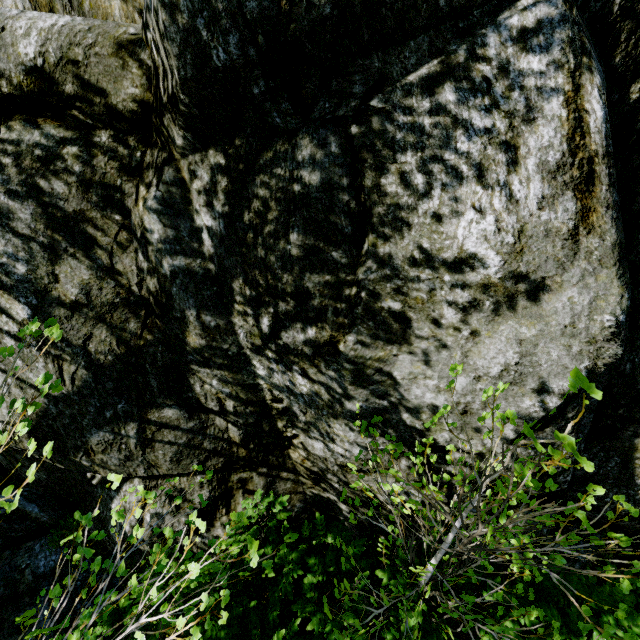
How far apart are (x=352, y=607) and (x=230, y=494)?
1.79m

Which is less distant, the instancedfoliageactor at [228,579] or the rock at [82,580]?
the instancedfoliageactor at [228,579]

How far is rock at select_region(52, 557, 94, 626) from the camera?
4.0 meters

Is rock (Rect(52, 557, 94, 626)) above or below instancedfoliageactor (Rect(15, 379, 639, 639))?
below

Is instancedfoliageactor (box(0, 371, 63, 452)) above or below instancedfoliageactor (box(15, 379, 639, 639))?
above

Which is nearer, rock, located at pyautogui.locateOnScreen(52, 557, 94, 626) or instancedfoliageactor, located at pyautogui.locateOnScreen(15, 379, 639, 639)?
instancedfoliageactor, located at pyautogui.locateOnScreen(15, 379, 639, 639)

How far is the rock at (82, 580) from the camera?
4.0m
